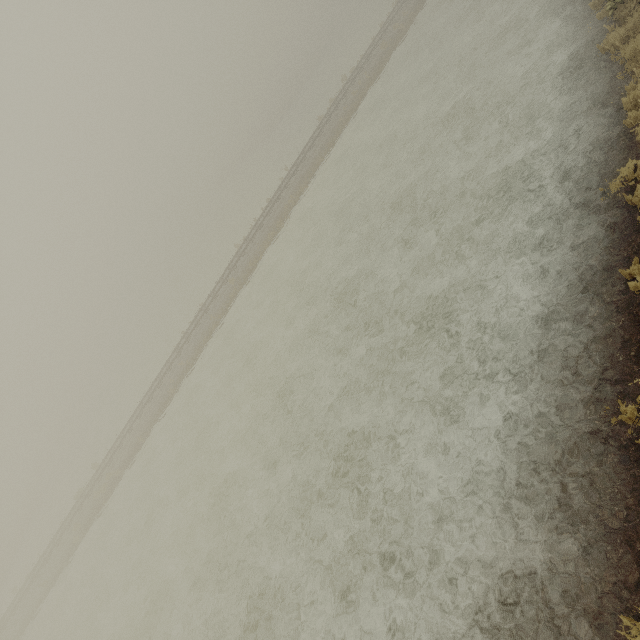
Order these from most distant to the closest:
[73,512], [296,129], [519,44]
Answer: [296,129]
[73,512]
[519,44]
